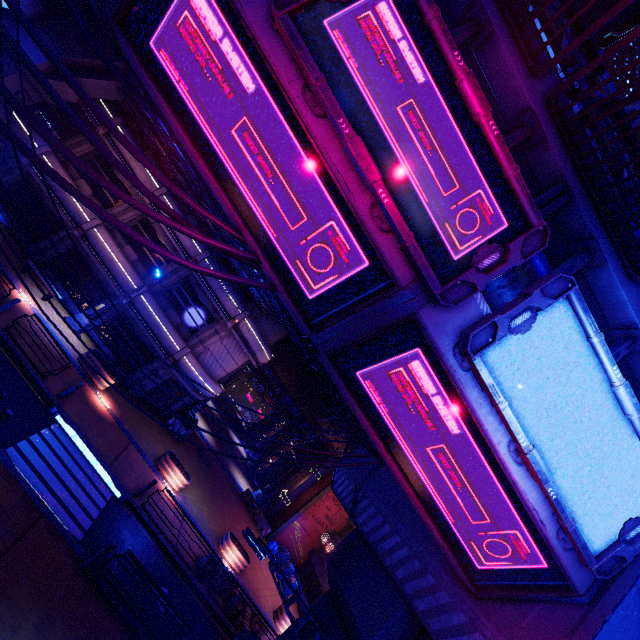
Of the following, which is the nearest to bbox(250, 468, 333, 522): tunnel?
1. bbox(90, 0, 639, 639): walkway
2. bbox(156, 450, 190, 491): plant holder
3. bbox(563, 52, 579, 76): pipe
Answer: bbox(90, 0, 639, 639): walkway

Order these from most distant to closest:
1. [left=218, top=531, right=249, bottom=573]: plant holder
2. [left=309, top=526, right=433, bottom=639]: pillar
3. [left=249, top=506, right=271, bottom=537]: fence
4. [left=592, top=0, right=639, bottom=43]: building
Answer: [left=592, top=0, right=639, bottom=43]: building < [left=249, top=506, right=271, bottom=537]: fence < [left=218, top=531, right=249, bottom=573]: plant holder < [left=309, top=526, right=433, bottom=639]: pillar

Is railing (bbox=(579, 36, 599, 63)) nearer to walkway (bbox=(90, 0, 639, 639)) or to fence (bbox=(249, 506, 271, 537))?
walkway (bbox=(90, 0, 639, 639))

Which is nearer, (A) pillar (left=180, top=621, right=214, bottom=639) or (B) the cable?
(B) the cable

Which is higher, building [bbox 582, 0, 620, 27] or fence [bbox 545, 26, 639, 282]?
building [bbox 582, 0, 620, 27]

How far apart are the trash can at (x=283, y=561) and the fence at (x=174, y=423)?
12.82m

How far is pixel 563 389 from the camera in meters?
4.0

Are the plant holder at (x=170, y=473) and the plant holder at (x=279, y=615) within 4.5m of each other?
no
